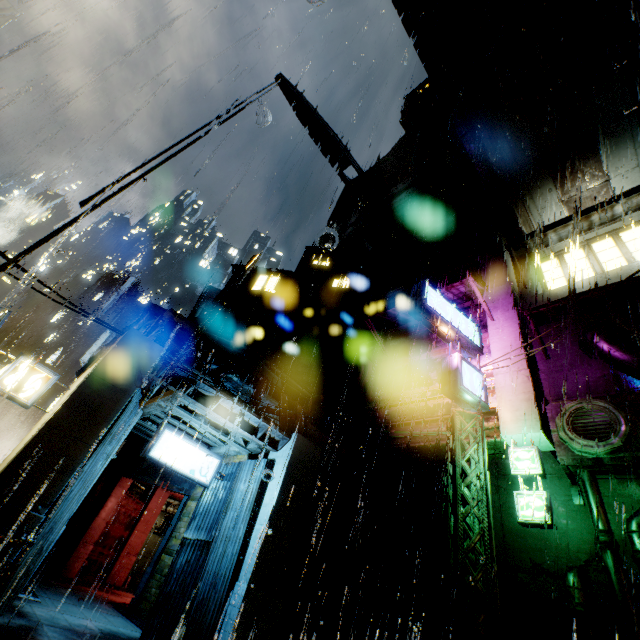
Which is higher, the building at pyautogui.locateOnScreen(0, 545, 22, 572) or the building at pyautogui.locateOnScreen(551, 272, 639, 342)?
the building at pyautogui.locateOnScreen(551, 272, 639, 342)

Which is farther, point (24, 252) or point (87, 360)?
point (87, 360)

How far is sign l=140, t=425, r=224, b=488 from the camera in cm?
1092

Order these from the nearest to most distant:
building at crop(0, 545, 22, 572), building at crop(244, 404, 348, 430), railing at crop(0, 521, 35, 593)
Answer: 1. railing at crop(0, 521, 35, 593)
2. building at crop(0, 545, 22, 572)
3. building at crop(244, 404, 348, 430)

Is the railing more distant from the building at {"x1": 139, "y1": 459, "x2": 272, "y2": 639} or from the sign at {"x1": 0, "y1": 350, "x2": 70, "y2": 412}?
the sign at {"x1": 0, "y1": 350, "x2": 70, "y2": 412}

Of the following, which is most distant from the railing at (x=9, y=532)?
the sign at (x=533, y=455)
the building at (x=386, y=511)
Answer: the sign at (x=533, y=455)

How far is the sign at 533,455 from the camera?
9.4m

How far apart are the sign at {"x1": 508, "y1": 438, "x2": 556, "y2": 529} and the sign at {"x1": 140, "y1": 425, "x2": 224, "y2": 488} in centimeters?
1019cm
